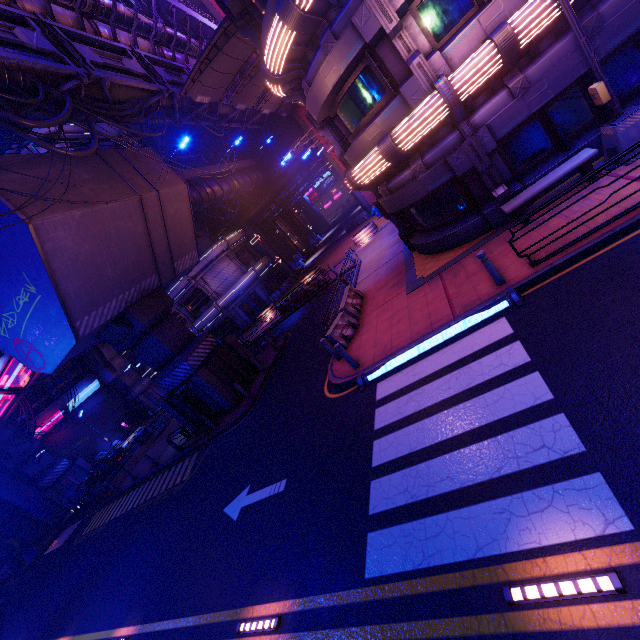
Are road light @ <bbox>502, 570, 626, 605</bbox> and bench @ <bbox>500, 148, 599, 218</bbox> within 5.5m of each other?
no

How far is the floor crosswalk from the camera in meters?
7.8 m

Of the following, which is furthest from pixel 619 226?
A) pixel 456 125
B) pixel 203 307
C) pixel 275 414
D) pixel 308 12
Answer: pixel 203 307

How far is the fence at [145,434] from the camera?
28.92m

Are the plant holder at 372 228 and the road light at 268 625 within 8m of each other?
no

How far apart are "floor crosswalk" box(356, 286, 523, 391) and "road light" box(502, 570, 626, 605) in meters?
5.3

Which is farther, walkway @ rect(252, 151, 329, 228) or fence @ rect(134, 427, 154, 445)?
Result: walkway @ rect(252, 151, 329, 228)

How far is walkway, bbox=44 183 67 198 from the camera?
12.2m
